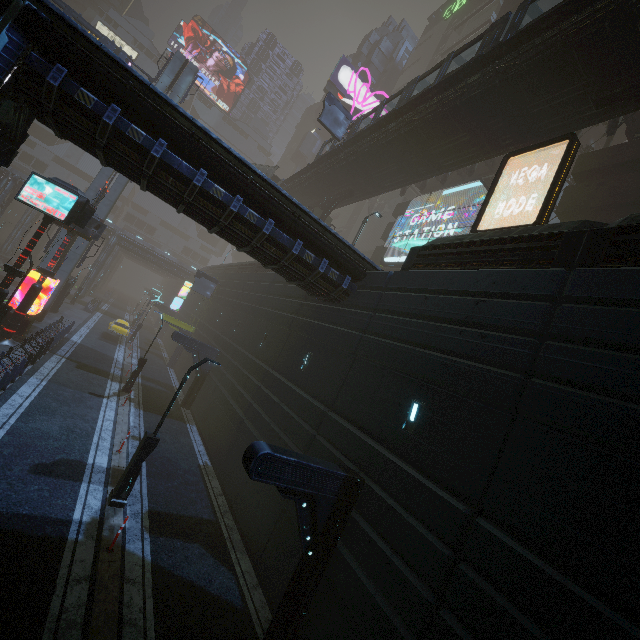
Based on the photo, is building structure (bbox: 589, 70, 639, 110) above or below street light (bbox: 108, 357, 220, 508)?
above

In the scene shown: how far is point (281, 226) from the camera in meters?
12.1

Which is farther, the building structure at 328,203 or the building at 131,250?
the building at 131,250

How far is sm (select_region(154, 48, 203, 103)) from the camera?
29.1 meters

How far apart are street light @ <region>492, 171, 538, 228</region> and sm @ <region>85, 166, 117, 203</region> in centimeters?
2984cm

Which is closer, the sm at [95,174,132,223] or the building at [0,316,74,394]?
the building at [0,316,74,394]

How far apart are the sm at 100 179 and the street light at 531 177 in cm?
2984
